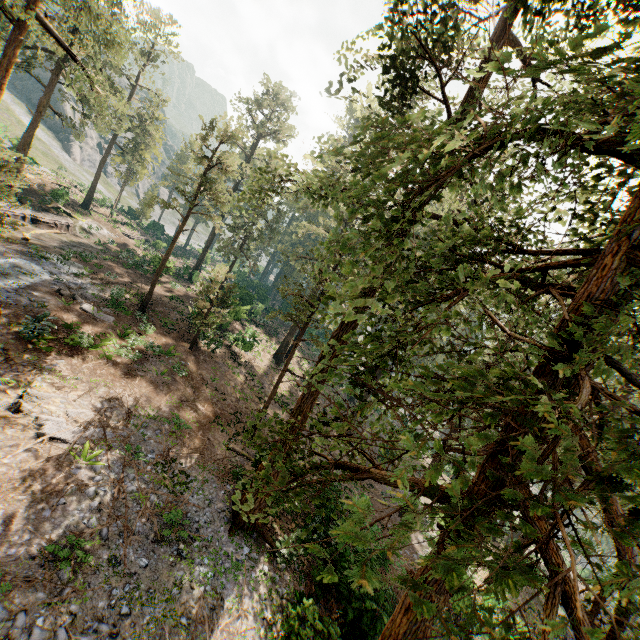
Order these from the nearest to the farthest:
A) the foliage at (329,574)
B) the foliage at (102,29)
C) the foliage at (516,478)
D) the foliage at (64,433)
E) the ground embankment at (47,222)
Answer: the foliage at (329,574), the foliage at (516,478), the foliage at (64,433), the foliage at (102,29), the ground embankment at (47,222)

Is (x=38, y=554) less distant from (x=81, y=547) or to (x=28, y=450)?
(x=81, y=547)

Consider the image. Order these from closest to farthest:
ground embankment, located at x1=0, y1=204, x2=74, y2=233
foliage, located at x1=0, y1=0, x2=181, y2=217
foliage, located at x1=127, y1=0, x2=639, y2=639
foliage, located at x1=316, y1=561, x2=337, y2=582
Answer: foliage, located at x1=316, y1=561, x2=337, y2=582, foliage, located at x1=127, y1=0, x2=639, y2=639, foliage, located at x1=0, y1=0, x2=181, y2=217, ground embankment, located at x1=0, y1=204, x2=74, y2=233

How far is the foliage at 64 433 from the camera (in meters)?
11.76

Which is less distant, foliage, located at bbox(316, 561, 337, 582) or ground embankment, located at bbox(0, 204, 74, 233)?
foliage, located at bbox(316, 561, 337, 582)

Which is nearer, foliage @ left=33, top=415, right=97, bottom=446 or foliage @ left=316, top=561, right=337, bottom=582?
foliage @ left=316, top=561, right=337, bottom=582

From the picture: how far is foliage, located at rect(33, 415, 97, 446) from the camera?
11.8m
